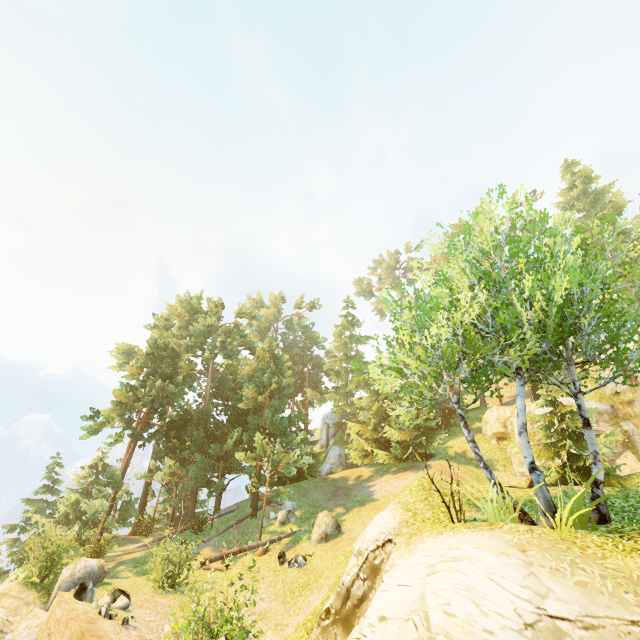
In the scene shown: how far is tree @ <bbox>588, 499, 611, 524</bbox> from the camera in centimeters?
731cm

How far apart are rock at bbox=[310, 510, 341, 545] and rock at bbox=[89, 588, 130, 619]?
8.9 meters

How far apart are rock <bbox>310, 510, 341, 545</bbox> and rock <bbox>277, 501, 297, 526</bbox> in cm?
329

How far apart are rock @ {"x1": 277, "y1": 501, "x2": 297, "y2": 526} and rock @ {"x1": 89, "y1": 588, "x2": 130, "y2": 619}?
10.4 meters

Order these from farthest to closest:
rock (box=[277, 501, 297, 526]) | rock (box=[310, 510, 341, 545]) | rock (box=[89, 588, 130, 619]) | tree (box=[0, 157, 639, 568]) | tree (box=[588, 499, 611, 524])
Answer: rock (box=[277, 501, 297, 526]) → rock (box=[310, 510, 341, 545]) → rock (box=[89, 588, 130, 619]) → tree (box=[0, 157, 639, 568]) → tree (box=[588, 499, 611, 524])

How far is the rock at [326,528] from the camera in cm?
1791

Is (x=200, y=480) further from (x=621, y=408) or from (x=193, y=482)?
(x=621, y=408)

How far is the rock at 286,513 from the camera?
21.9 meters
